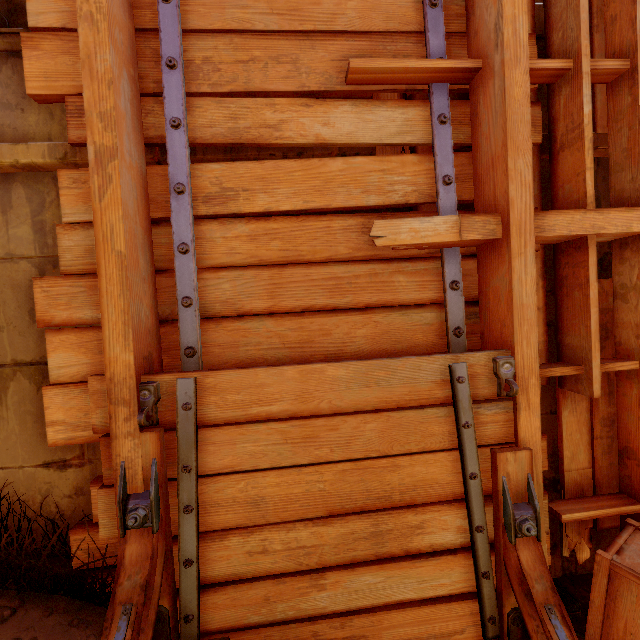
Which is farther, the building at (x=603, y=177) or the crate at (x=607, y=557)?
the building at (x=603, y=177)

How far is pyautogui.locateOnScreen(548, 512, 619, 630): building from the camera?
2.04m

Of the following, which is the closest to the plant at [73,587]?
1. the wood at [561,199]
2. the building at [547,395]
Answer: the wood at [561,199]

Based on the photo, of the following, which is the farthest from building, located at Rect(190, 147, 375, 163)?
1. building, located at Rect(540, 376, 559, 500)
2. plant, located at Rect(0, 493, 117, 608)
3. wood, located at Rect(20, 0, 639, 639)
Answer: plant, located at Rect(0, 493, 117, 608)

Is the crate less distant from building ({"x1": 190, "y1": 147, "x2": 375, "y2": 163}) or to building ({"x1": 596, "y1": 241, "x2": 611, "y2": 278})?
building ({"x1": 596, "y1": 241, "x2": 611, "y2": 278})

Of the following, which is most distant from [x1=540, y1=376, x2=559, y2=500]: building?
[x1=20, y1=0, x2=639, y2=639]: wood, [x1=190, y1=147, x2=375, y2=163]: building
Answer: [x1=190, y1=147, x2=375, y2=163]: building

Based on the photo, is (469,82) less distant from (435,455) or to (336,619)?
(435,455)

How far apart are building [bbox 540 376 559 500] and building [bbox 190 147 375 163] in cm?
179
